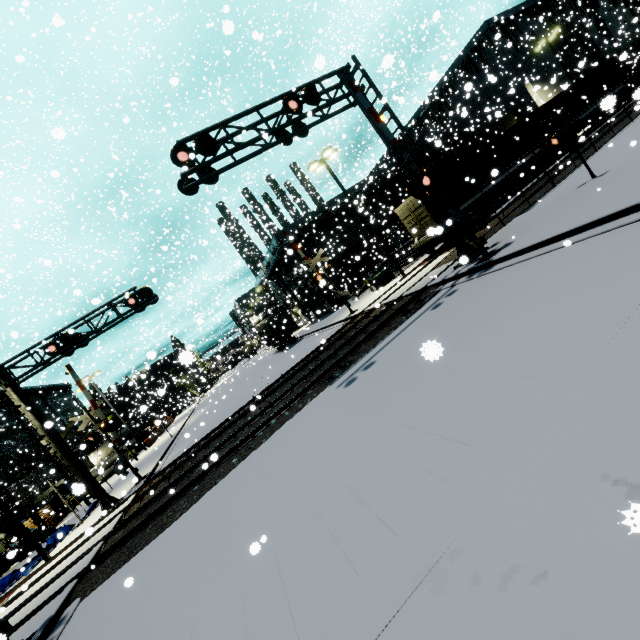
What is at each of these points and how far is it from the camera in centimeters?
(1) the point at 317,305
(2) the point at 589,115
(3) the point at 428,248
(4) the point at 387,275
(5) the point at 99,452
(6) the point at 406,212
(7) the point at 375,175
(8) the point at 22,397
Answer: (1) roll-up door, 4134cm
(2) flatcar, 2564cm
(3) bogie, 2220cm
(4) electrical box, 2523cm
(5) concrete pipe stack, 1059cm
(6) cargo container door, 2145cm
(7) building, 3934cm
(8) railroad crossing overhang, 1548cm

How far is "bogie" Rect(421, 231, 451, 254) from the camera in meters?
20.2

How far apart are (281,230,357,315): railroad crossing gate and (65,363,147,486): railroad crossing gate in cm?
1363

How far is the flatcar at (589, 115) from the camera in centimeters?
2525cm

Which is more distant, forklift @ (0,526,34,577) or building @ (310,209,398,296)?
building @ (310,209,398,296)

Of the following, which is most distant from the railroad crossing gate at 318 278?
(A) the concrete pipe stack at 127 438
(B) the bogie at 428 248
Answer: (A) the concrete pipe stack at 127 438

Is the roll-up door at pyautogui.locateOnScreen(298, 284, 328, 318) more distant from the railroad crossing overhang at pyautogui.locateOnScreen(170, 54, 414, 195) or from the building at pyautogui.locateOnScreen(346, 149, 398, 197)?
the railroad crossing overhang at pyautogui.locateOnScreen(170, 54, 414, 195)
